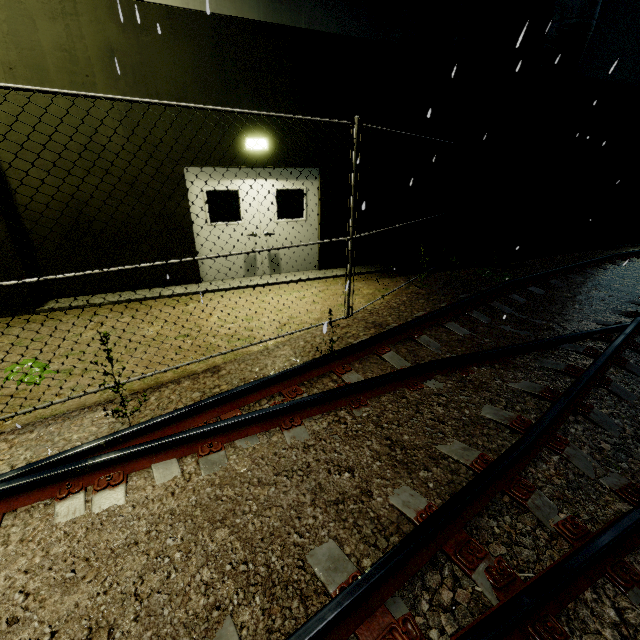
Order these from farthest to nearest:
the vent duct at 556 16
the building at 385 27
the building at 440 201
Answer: the building at 440 201
the vent duct at 556 16
the building at 385 27

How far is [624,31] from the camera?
9.31m

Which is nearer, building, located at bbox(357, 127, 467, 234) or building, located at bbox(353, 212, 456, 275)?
building, located at bbox(357, 127, 467, 234)

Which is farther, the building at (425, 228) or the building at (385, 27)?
the building at (425, 228)

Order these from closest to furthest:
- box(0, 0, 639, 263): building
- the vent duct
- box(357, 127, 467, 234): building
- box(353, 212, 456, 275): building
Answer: box(0, 0, 639, 263): building → the vent duct → box(357, 127, 467, 234): building → box(353, 212, 456, 275): building

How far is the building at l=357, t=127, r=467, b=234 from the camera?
7.96m
